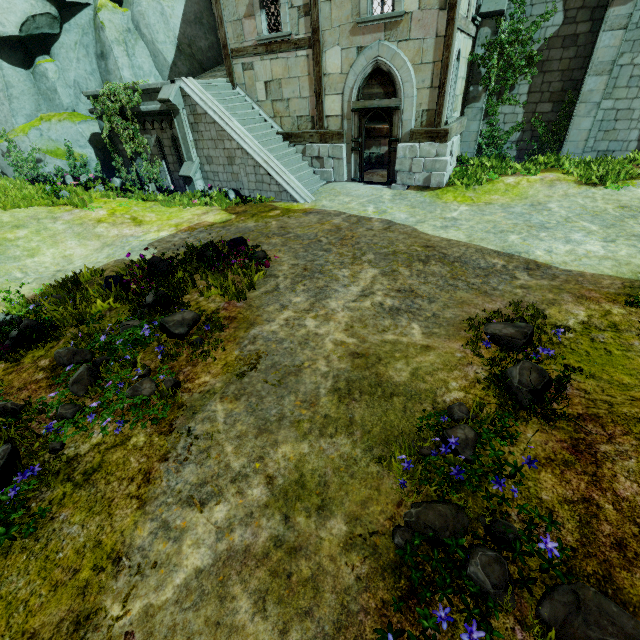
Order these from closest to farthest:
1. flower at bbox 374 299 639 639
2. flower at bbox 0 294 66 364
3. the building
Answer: flower at bbox 374 299 639 639 < flower at bbox 0 294 66 364 < the building

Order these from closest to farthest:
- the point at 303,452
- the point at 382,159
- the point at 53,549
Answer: the point at 53,549, the point at 303,452, the point at 382,159

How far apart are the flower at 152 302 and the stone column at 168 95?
8.1m

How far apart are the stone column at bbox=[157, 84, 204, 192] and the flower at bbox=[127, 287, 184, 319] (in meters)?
8.10

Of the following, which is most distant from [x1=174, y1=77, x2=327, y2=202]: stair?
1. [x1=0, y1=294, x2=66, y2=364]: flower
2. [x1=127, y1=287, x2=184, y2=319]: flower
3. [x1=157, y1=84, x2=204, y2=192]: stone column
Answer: [x1=0, y1=294, x2=66, y2=364]: flower

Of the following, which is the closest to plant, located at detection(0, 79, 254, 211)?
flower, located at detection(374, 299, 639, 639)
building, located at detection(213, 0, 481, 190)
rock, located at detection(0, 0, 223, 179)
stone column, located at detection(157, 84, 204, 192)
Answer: rock, located at detection(0, 0, 223, 179)

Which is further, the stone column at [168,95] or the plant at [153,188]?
the stone column at [168,95]

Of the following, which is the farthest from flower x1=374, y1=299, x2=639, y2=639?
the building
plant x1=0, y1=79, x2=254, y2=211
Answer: plant x1=0, y1=79, x2=254, y2=211
